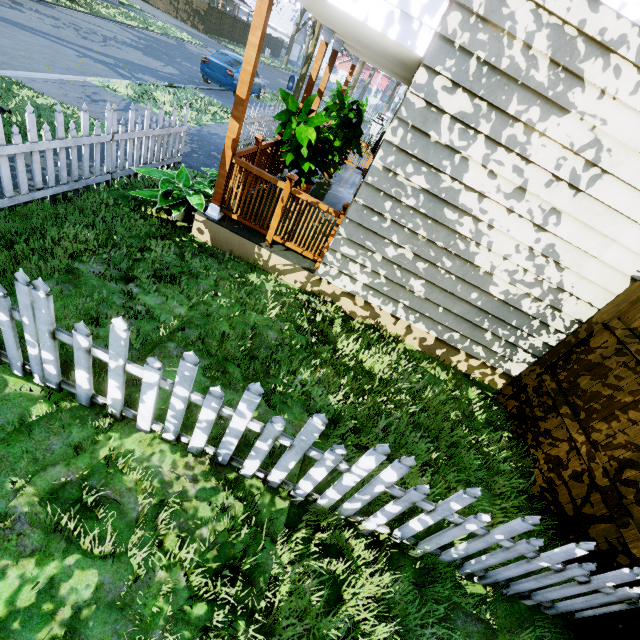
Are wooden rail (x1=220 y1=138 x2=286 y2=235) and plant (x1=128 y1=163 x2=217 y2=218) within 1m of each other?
yes

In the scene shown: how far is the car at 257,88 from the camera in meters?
15.6 m

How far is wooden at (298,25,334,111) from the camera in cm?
585

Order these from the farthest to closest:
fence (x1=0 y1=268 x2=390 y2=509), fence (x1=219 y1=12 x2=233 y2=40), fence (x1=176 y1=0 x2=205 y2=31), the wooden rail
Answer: fence (x1=219 y1=12 x2=233 y2=40)
fence (x1=176 y1=0 x2=205 y2=31)
the wooden rail
fence (x1=0 y1=268 x2=390 y2=509)

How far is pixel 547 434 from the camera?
4.1 meters

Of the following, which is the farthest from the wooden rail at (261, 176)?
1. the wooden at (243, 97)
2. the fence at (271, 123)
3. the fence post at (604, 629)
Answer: the fence post at (604, 629)

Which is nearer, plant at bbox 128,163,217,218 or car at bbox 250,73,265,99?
plant at bbox 128,163,217,218

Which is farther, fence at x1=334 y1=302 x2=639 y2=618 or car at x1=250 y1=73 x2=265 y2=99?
car at x1=250 y1=73 x2=265 y2=99
